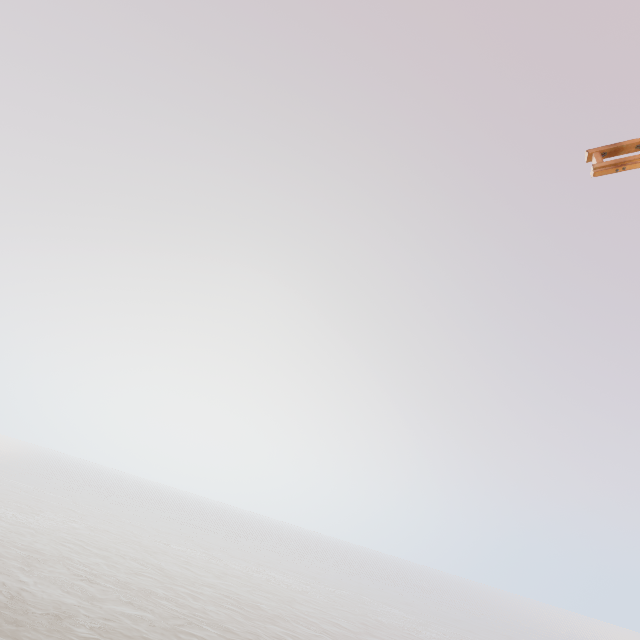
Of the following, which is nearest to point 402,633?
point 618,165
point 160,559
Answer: point 160,559
